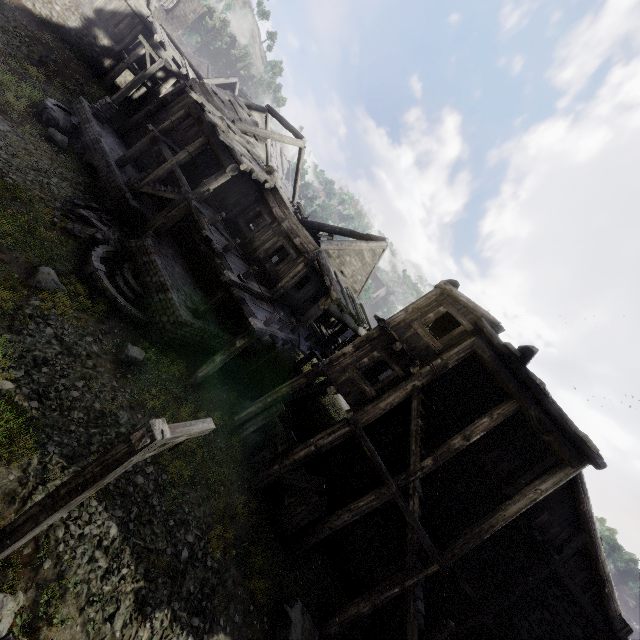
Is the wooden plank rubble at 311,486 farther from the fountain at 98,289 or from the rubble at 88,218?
→ the rubble at 88,218

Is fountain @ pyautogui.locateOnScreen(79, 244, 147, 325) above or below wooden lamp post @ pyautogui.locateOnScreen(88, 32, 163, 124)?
below

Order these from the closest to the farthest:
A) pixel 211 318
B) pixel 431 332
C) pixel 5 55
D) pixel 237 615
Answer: pixel 237 615 < pixel 211 318 < pixel 5 55 < pixel 431 332

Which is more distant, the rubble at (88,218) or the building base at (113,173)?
the building base at (113,173)

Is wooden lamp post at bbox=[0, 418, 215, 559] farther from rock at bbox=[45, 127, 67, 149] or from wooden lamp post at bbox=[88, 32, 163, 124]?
wooden lamp post at bbox=[88, 32, 163, 124]

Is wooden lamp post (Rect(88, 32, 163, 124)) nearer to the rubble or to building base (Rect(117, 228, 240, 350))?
building base (Rect(117, 228, 240, 350))

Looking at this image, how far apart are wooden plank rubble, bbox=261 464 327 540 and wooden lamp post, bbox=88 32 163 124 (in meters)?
20.75

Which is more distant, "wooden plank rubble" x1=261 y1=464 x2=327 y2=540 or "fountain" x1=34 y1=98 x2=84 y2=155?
"fountain" x1=34 y1=98 x2=84 y2=155
